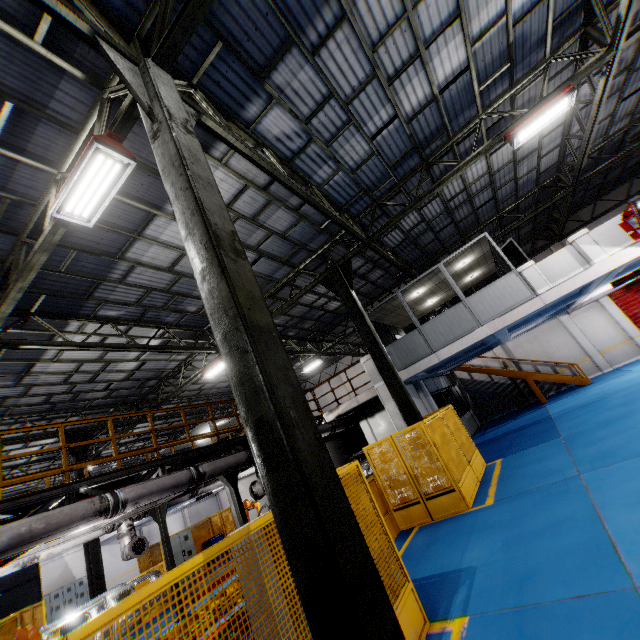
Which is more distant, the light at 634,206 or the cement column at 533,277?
the cement column at 533,277

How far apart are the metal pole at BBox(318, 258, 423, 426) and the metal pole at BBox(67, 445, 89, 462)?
12.95m

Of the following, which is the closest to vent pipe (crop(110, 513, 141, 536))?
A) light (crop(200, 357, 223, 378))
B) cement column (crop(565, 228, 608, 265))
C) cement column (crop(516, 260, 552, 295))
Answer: light (crop(200, 357, 223, 378))

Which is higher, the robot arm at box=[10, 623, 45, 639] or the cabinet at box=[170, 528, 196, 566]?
the robot arm at box=[10, 623, 45, 639]

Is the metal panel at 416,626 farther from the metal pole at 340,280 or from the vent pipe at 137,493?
the vent pipe at 137,493

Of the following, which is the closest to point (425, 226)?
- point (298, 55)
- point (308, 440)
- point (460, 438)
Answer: point (460, 438)

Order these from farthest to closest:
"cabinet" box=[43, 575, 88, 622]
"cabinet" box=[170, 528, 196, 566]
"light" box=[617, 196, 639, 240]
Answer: "cabinet" box=[43, 575, 88, 622] → "cabinet" box=[170, 528, 196, 566] → "light" box=[617, 196, 639, 240]

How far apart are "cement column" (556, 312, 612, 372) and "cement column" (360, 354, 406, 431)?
13.91m
